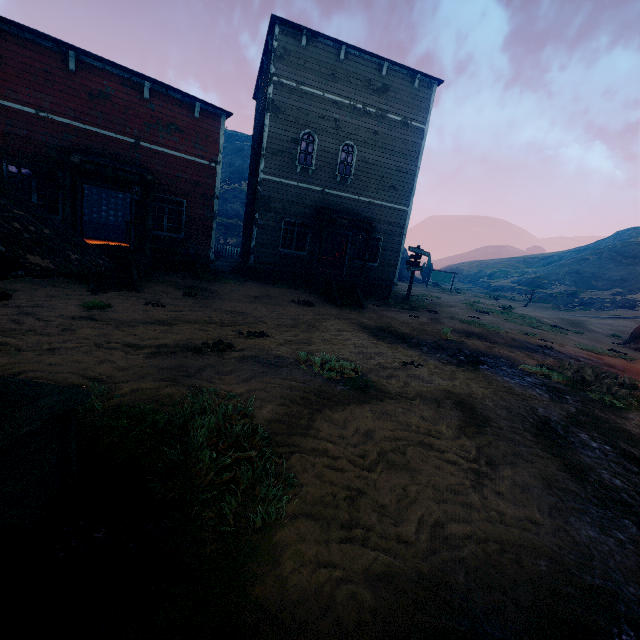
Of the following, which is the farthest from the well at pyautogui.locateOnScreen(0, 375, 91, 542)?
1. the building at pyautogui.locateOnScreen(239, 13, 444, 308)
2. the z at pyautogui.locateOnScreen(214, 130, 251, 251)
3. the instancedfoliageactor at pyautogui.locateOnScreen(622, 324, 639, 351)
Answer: the instancedfoliageactor at pyautogui.locateOnScreen(622, 324, 639, 351)

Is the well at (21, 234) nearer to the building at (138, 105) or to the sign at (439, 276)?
the building at (138, 105)

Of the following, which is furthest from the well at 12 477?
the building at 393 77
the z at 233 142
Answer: the building at 393 77

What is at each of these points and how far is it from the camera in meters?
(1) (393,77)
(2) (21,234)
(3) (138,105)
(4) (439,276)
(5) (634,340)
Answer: (1) building, 15.2
(2) well, 1.8
(3) building, 11.6
(4) sign, 36.7
(5) instancedfoliageactor, 15.8

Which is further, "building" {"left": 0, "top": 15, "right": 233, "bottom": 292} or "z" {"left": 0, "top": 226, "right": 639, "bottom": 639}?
"building" {"left": 0, "top": 15, "right": 233, "bottom": 292}

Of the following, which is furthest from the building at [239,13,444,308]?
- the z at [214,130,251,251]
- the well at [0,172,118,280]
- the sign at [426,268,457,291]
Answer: the sign at [426,268,457,291]

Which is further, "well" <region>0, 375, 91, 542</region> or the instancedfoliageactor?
the instancedfoliageactor

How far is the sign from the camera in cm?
3575
